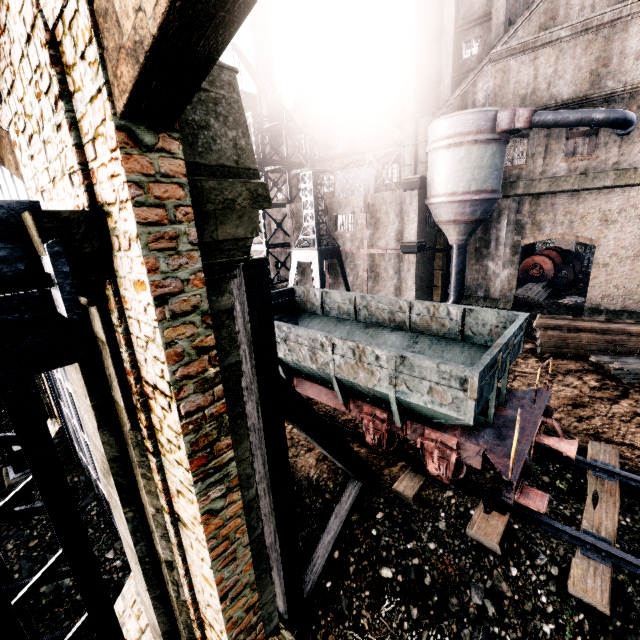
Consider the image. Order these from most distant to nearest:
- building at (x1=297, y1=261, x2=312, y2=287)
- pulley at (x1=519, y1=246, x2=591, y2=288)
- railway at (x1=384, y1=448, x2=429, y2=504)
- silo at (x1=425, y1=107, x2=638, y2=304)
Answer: building at (x1=297, y1=261, x2=312, y2=287) → pulley at (x1=519, y1=246, x2=591, y2=288) → silo at (x1=425, y1=107, x2=638, y2=304) → railway at (x1=384, y1=448, x2=429, y2=504)

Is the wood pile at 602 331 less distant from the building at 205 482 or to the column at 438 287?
the building at 205 482

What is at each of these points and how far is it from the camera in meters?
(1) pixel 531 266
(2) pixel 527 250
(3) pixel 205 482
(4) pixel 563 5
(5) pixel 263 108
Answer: (1) pulley, 31.7
(2) pipe, 34.9
(3) building, 3.2
(4) building, 19.1
(5) chimney, 46.5

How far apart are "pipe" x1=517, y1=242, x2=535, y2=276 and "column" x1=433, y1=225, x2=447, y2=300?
13.1m

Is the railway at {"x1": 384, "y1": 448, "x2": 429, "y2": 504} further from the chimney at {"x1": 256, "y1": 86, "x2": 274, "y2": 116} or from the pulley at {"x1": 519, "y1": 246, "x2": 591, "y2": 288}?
the chimney at {"x1": 256, "y1": 86, "x2": 274, "y2": 116}

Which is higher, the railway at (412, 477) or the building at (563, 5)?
the building at (563, 5)

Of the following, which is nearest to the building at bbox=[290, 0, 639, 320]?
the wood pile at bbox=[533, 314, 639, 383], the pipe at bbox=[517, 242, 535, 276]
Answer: the wood pile at bbox=[533, 314, 639, 383]

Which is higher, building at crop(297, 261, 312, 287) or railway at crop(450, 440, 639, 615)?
building at crop(297, 261, 312, 287)
